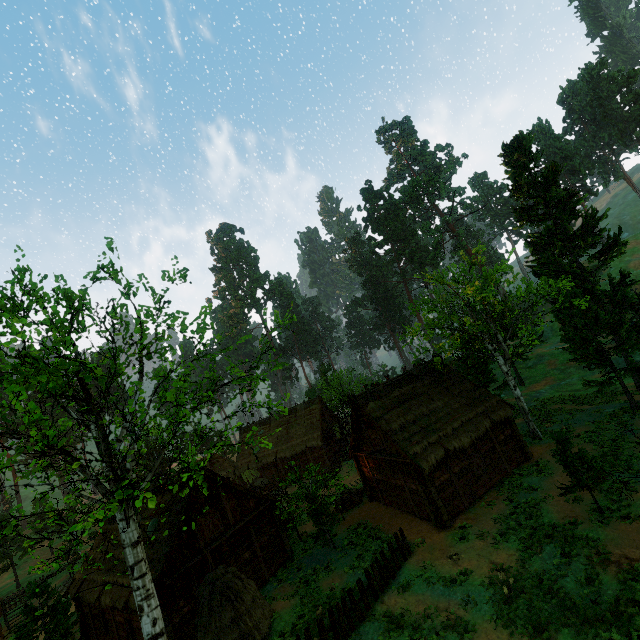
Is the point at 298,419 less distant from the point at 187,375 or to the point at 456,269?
the point at 456,269

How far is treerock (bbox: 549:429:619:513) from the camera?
13.5m

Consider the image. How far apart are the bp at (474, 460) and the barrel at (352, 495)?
9.27m

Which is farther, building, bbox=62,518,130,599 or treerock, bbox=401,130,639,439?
→ treerock, bbox=401,130,639,439

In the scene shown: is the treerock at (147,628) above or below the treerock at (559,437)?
above

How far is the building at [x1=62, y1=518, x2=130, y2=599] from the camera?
17.91m

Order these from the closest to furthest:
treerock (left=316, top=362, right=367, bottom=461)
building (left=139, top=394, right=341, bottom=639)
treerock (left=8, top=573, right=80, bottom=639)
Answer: building (left=139, top=394, right=341, bottom=639) → treerock (left=8, top=573, right=80, bottom=639) → treerock (left=316, top=362, right=367, bottom=461)

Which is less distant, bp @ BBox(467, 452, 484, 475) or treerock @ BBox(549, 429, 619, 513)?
treerock @ BBox(549, 429, 619, 513)
